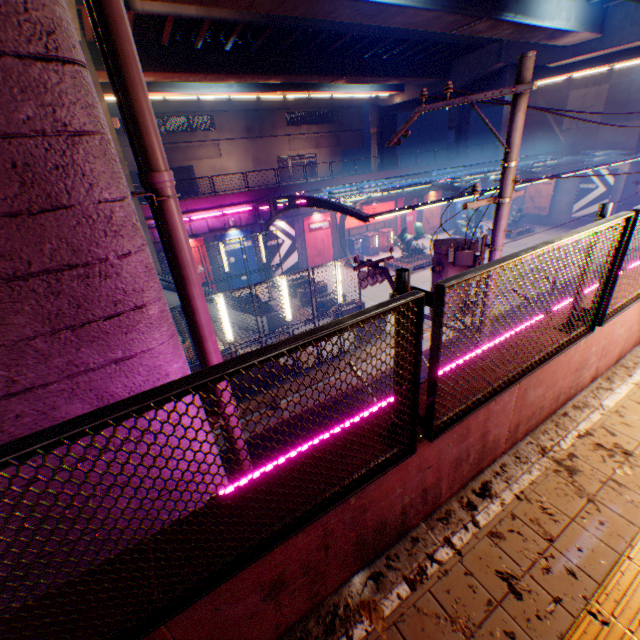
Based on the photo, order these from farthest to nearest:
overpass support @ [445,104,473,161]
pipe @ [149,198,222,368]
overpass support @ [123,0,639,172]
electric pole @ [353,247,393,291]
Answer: overpass support @ [445,104,473,161]
overpass support @ [123,0,639,172]
electric pole @ [353,247,393,291]
pipe @ [149,198,222,368]

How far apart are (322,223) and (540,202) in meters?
24.0

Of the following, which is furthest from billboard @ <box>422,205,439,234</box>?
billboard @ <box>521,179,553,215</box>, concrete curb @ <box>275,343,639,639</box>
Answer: concrete curb @ <box>275,343,639,639</box>

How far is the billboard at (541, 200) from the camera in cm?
3262

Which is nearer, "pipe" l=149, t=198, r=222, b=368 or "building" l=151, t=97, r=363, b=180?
"pipe" l=149, t=198, r=222, b=368

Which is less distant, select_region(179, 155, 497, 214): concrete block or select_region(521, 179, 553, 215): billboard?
select_region(179, 155, 497, 214): concrete block

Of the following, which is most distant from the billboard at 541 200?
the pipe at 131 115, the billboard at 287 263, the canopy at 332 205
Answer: the pipe at 131 115

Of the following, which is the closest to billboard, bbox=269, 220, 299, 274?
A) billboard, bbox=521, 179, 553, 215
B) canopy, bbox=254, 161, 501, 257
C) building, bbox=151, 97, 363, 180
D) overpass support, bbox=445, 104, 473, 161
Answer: canopy, bbox=254, 161, 501, 257
